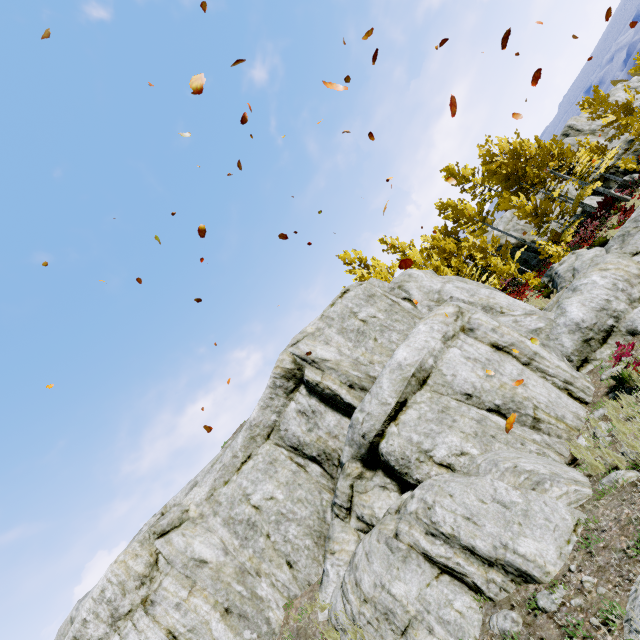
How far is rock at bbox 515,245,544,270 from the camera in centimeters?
2533cm

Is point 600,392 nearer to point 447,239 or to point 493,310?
point 493,310

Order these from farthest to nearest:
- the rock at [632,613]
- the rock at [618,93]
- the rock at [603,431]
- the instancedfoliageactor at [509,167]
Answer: the rock at [618,93], the instancedfoliageactor at [509,167], the rock at [603,431], the rock at [632,613]

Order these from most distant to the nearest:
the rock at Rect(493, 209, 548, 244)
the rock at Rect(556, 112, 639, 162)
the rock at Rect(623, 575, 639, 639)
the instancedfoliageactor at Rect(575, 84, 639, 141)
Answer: the rock at Rect(493, 209, 548, 244) → the rock at Rect(556, 112, 639, 162) → the instancedfoliageactor at Rect(575, 84, 639, 141) → the rock at Rect(623, 575, 639, 639)

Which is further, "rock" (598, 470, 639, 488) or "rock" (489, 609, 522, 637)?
"rock" (598, 470, 639, 488)

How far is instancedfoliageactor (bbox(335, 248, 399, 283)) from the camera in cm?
2472

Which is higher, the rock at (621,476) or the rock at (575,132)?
the rock at (575,132)
